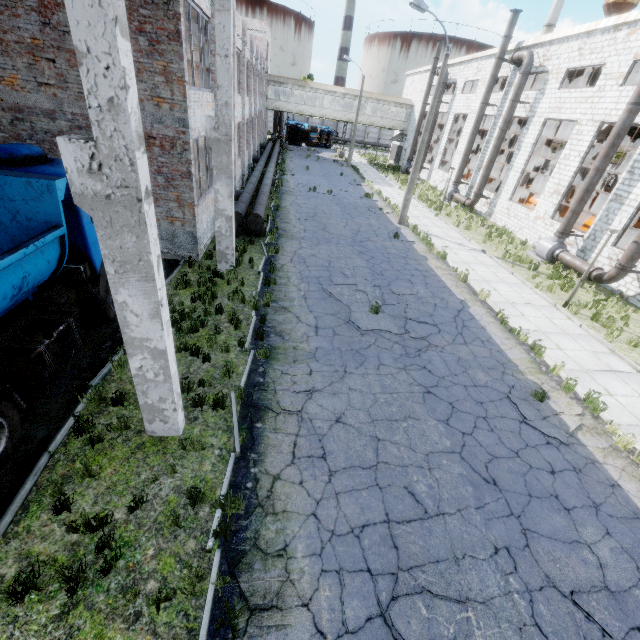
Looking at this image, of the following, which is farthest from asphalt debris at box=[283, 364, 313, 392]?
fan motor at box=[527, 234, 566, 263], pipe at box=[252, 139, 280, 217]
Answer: fan motor at box=[527, 234, 566, 263]

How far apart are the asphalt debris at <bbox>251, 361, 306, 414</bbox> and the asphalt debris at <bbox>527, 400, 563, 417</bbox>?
5.0 meters

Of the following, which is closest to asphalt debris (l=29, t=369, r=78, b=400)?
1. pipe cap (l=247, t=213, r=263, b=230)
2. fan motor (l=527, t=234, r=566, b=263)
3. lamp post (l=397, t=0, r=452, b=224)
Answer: pipe cap (l=247, t=213, r=263, b=230)

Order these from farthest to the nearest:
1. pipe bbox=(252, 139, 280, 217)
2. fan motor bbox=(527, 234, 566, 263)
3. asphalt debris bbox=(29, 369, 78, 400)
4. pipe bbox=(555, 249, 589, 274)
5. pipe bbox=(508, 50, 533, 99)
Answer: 1. pipe bbox=(508, 50, 533, 99)
2. fan motor bbox=(527, 234, 566, 263)
3. pipe bbox=(555, 249, 589, 274)
4. pipe bbox=(252, 139, 280, 217)
5. asphalt debris bbox=(29, 369, 78, 400)

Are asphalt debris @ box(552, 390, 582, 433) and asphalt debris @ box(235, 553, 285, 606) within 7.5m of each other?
yes

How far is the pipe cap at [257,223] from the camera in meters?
13.8

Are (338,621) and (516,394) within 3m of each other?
no

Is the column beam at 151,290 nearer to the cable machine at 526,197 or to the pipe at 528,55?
the cable machine at 526,197
